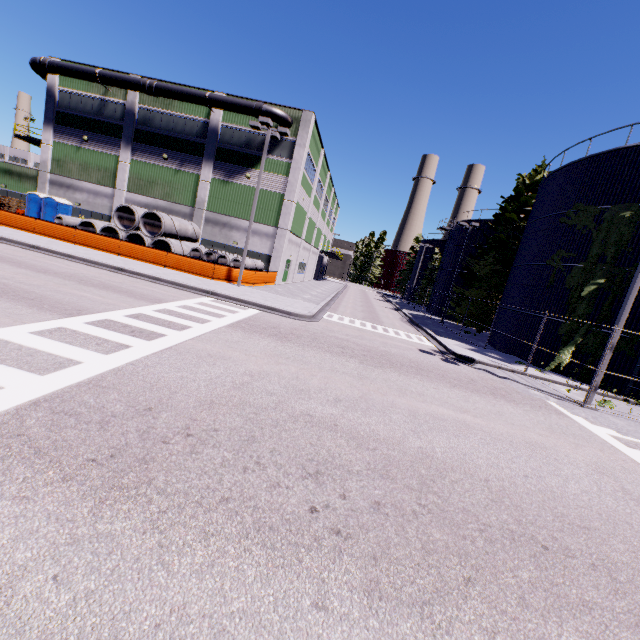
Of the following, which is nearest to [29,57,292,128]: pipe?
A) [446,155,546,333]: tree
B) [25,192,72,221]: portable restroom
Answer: [446,155,546,333]: tree

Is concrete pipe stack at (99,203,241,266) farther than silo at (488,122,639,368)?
Yes

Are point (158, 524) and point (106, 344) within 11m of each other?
yes

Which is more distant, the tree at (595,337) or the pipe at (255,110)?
the pipe at (255,110)

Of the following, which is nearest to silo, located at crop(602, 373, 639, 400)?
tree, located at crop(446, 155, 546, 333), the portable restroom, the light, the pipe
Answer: tree, located at crop(446, 155, 546, 333)

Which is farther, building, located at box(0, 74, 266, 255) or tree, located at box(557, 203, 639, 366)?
building, located at box(0, 74, 266, 255)

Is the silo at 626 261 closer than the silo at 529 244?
Yes

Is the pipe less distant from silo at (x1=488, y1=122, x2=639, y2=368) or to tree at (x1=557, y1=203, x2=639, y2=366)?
tree at (x1=557, y1=203, x2=639, y2=366)
